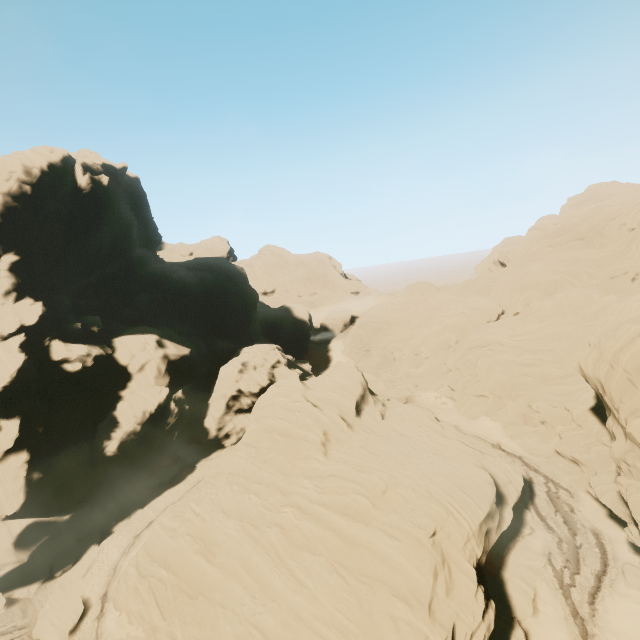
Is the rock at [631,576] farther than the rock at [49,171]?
Yes

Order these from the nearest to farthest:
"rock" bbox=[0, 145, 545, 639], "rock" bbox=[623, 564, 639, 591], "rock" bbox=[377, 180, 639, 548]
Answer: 1. "rock" bbox=[0, 145, 545, 639]
2. "rock" bbox=[377, 180, 639, 548]
3. "rock" bbox=[623, 564, 639, 591]

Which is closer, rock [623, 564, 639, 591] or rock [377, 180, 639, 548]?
rock [377, 180, 639, 548]

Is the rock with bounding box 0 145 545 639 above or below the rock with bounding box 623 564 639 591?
above

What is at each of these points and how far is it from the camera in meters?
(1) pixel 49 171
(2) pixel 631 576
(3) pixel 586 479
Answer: (1) rock, 38.5
(2) rock, 21.6
(3) rock, 28.1
